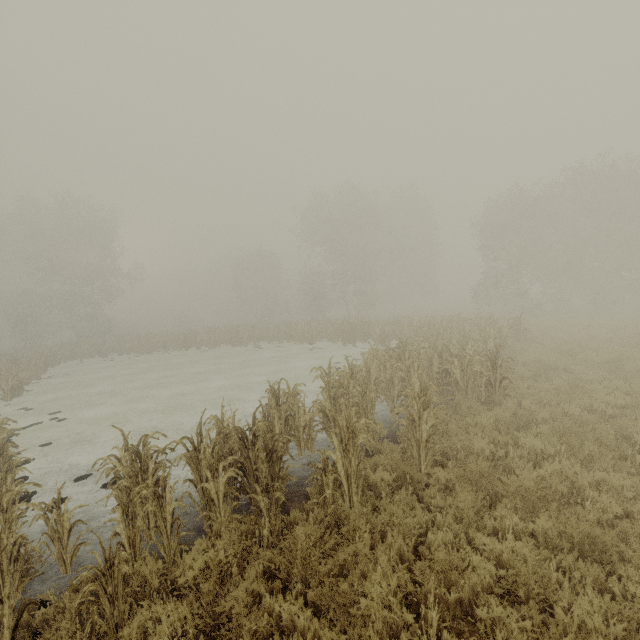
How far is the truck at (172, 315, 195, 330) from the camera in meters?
54.0

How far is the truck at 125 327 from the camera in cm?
5369

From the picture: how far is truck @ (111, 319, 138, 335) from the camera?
53.7m

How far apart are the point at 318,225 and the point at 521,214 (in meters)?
21.03

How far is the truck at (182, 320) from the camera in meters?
54.0 m
